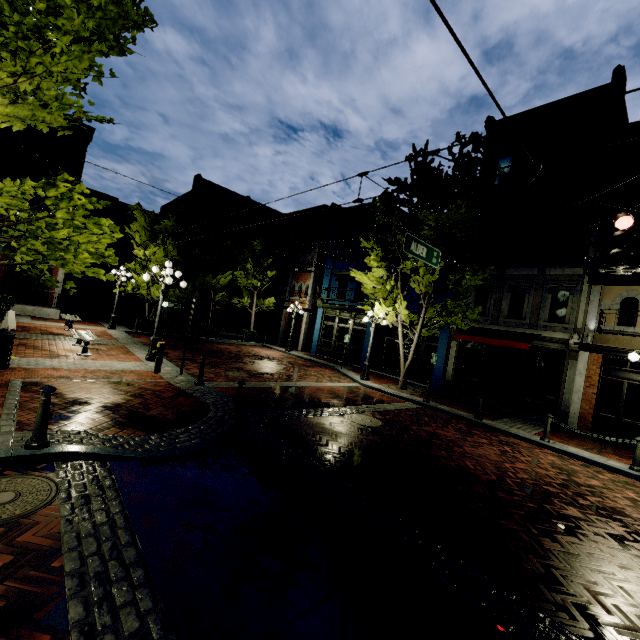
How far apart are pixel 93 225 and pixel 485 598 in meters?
6.9

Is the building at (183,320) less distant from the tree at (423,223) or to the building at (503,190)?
the tree at (423,223)

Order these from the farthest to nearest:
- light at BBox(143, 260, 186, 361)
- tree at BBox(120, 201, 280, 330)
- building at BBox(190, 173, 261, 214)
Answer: building at BBox(190, 173, 261, 214)
tree at BBox(120, 201, 280, 330)
light at BBox(143, 260, 186, 361)

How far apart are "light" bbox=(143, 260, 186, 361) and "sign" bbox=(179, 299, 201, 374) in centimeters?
193cm

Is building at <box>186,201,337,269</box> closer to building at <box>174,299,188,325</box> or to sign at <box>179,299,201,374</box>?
building at <box>174,299,188,325</box>

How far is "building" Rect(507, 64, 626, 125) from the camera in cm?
1277

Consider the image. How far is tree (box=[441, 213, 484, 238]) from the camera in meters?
13.3 m

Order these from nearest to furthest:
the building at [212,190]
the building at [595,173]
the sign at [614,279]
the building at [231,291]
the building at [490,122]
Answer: the sign at [614,279] < the building at [595,173] < the building at [490,122] < the building at [212,190] < the building at [231,291]
